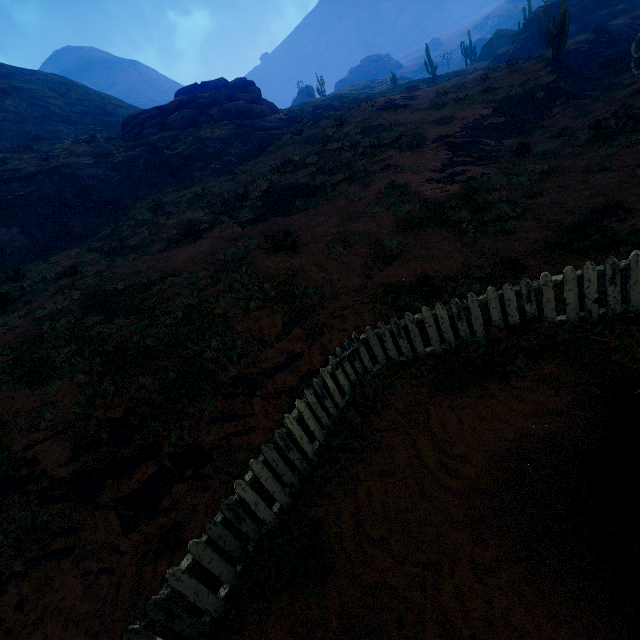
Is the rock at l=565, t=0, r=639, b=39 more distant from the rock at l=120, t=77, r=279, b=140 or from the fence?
the fence

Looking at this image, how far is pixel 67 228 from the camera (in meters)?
18.72

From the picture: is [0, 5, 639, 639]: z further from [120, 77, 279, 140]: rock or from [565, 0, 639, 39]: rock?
[565, 0, 639, 39]: rock

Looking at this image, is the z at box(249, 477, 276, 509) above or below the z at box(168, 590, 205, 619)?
above

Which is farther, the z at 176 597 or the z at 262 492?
the z at 262 492

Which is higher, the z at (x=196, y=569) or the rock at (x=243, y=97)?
the rock at (x=243, y=97)

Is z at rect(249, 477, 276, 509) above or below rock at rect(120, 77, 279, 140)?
below

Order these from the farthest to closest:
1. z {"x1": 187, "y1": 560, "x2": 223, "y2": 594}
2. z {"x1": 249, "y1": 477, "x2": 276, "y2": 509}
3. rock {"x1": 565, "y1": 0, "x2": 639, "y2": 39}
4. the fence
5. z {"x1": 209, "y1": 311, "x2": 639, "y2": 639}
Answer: rock {"x1": 565, "y1": 0, "x2": 639, "y2": 39} < z {"x1": 249, "y1": 477, "x2": 276, "y2": 509} < z {"x1": 187, "y1": 560, "x2": 223, "y2": 594} < the fence < z {"x1": 209, "y1": 311, "x2": 639, "y2": 639}
